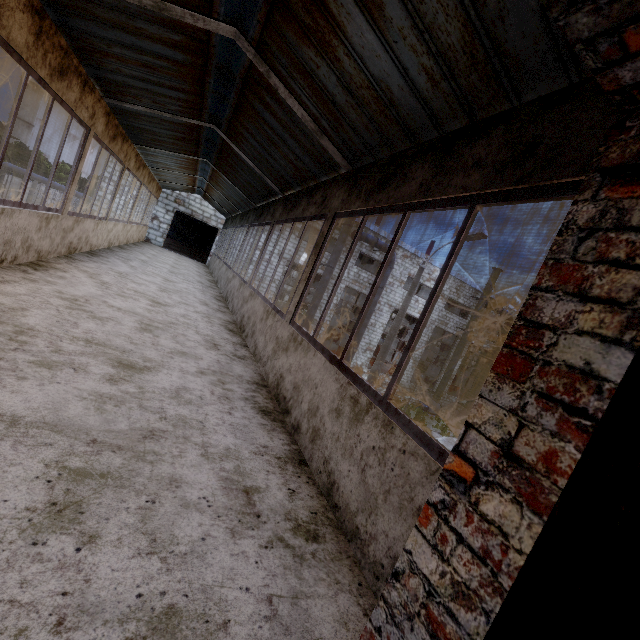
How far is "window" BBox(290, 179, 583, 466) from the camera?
1.70m

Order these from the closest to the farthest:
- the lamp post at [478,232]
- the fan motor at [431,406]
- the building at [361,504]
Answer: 1. the building at [361,504]
2. the lamp post at [478,232]
3. the fan motor at [431,406]

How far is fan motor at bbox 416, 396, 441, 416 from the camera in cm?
2612

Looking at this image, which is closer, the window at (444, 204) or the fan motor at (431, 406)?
the window at (444, 204)

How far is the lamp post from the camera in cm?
1137

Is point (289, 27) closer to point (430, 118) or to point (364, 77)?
point (364, 77)

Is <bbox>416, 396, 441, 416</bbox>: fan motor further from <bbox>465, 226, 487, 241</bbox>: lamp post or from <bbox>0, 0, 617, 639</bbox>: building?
<bbox>0, 0, 617, 639</bbox>: building

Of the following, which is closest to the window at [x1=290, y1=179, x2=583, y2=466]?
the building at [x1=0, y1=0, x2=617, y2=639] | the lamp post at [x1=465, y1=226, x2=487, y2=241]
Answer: the building at [x1=0, y1=0, x2=617, y2=639]
